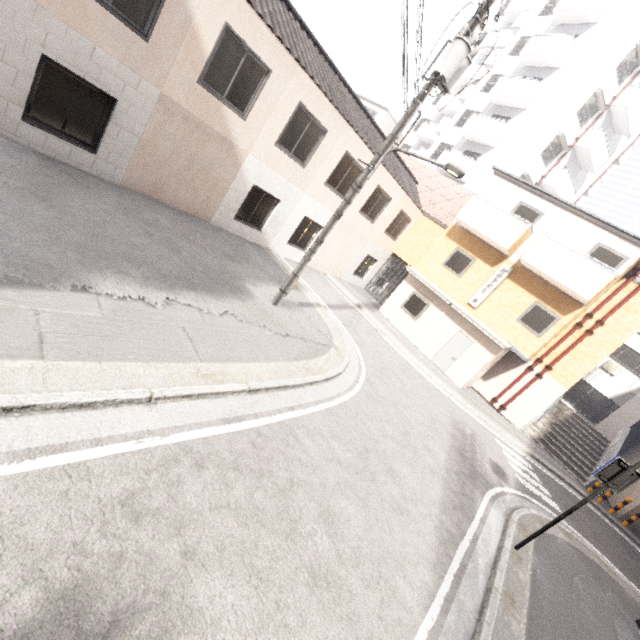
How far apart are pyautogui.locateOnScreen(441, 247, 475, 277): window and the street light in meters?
10.0 m

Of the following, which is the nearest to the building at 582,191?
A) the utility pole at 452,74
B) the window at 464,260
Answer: the window at 464,260

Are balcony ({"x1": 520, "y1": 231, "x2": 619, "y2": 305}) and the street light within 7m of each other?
no

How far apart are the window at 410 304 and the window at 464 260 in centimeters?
175cm

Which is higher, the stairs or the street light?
the street light

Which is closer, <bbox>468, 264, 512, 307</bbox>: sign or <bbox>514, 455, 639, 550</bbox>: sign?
<bbox>514, 455, 639, 550</bbox>: sign

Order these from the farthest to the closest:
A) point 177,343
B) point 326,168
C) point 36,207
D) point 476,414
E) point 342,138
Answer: point 476,414 < point 326,168 < point 342,138 < point 36,207 < point 177,343

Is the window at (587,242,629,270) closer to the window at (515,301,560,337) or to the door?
the window at (515,301,560,337)
